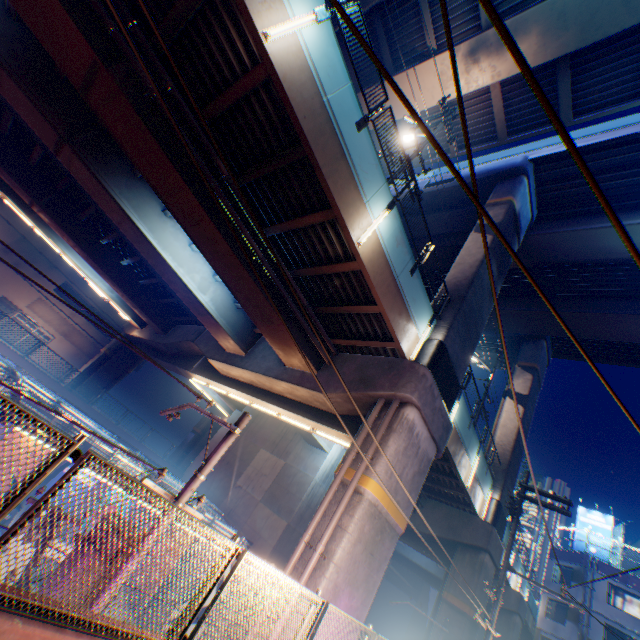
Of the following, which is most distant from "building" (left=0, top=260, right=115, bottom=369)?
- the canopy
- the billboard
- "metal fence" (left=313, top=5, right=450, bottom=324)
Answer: the billboard

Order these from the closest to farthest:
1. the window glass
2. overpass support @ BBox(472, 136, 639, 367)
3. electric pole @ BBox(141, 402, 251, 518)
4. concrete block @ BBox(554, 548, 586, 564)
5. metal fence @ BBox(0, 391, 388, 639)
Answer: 1. metal fence @ BBox(0, 391, 388, 639)
2. electric pole @ BBox(141, 402, 251, 518)
3. overpass support @ BBox(472, 136, 639, 367)
4. the window glass
5. concrete block @ BBox(554, 548, 586, 564)

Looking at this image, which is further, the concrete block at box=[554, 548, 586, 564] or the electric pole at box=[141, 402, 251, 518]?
the concrete block at box=[554, 548, 586, 564]

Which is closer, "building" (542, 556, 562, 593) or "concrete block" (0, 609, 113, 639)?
"concrete block" (0, 609, 113, 639)

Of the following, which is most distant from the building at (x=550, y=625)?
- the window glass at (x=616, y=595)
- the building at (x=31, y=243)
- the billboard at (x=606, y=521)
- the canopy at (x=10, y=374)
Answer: the building at (x=31, y=243)

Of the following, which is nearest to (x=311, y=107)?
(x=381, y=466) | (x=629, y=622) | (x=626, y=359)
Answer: (x=381, y=466)

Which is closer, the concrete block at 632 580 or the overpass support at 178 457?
the concrete block at 632 580

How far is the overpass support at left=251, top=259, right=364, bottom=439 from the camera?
11.35m
